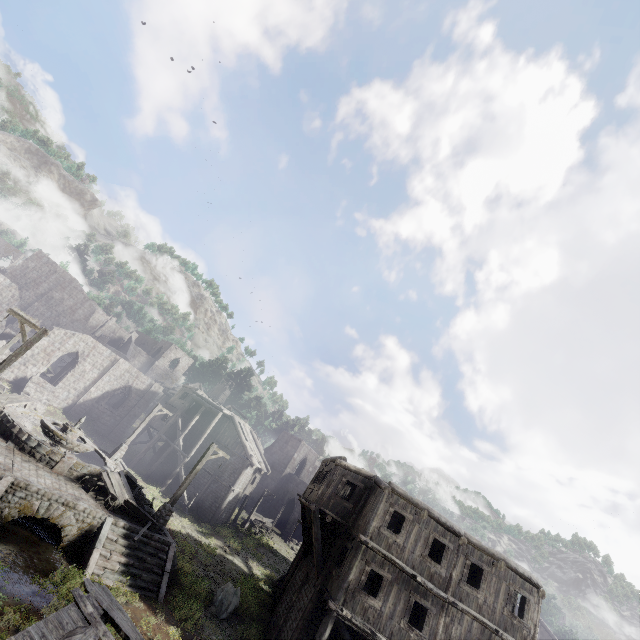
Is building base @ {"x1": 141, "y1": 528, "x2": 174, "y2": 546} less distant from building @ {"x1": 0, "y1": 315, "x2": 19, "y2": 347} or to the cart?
building @ {"x1": 0, "y1": 315, "x2": 19, "y2": 347}

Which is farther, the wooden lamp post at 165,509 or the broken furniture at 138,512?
the wooden lamp post at 165,509

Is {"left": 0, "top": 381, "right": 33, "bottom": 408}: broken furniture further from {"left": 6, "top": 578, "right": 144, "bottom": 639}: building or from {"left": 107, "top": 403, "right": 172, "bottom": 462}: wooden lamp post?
{"left": 107, "top": 403, "right": 172, "bottom": 462}: wooden lamp post

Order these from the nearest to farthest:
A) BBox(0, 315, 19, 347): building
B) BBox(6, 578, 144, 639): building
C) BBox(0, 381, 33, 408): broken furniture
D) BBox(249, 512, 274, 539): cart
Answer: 1. BBox(6, 578, 144, 639): building
2. BBox(0, 381, 33, 408): broken furniture
3. BBox(0, 315, 19, 347): building
4. BBox(249, 512, 274, 539): cart

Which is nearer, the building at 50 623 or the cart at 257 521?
the building at 50 623

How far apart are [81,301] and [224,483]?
38.8 meters

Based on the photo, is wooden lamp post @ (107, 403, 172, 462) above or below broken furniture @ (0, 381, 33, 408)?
below

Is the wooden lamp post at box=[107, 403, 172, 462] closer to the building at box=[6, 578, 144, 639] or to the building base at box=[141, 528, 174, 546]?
the building base at box=[141, 528, 174, 546]
